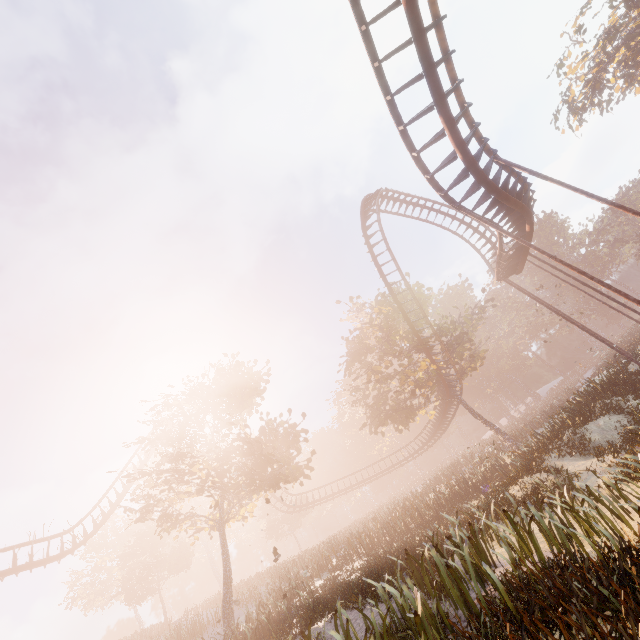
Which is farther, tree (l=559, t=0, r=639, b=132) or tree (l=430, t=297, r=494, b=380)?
tree (l=559, t=0, r=639, b=132)

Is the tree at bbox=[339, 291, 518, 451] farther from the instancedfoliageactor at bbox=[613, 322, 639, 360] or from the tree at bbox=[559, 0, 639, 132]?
the tree at bbox=[559, 0, 639, 132]

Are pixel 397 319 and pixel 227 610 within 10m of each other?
no

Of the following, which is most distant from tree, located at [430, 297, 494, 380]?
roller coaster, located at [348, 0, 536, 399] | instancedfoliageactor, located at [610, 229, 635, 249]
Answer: instancedfoliageactor, located at [610, 229, 635, 249]

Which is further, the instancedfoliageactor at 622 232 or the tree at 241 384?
the instancedfoliageactor at 622 232

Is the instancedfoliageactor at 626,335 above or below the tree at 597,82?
below

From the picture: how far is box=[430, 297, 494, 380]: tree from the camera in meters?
27.9 m

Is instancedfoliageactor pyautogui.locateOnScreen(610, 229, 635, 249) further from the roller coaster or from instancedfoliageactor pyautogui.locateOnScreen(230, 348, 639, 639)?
instancedfoliageactor pyautogui.locateOnScreen(230, 348, 639, 639)
